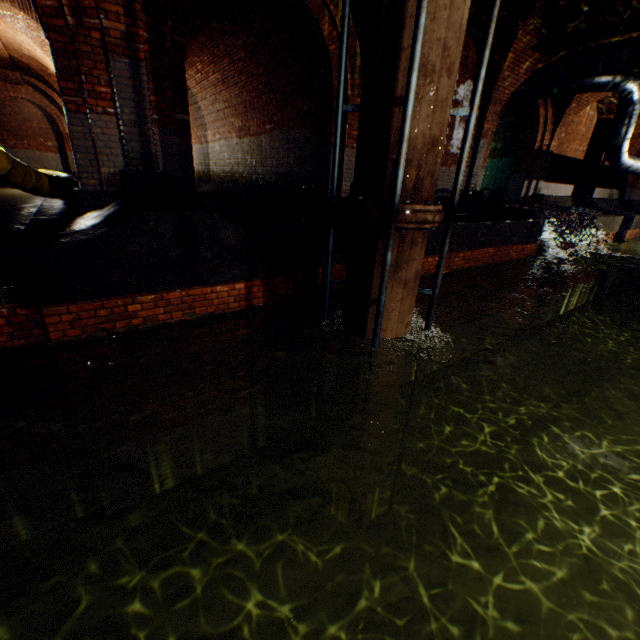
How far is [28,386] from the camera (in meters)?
3.97

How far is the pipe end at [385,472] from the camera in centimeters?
529cm

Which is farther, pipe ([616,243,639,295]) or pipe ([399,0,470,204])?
pipe ([616,243,639,295])

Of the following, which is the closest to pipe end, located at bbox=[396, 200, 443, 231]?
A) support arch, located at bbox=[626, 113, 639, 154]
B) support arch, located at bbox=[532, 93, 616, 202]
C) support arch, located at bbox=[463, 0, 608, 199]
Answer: support arch, located at bbox=[463, 0, 608, 199]

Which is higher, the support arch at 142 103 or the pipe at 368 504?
the support arch at 142 103

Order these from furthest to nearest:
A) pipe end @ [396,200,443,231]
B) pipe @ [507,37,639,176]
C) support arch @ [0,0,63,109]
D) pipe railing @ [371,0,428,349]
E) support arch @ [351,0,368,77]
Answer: pipe @ [507,37,639,176] < support arch @ [0,0,63,109] < support arch @ [351,0,368,77] < pipe end @ [396,200,443,231] < pipe railing @ [371,0,428,349]

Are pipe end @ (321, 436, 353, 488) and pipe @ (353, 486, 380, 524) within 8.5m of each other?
yes

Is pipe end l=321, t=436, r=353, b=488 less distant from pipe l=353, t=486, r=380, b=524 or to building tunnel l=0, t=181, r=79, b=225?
pipe l=353, t=486, r=380, b=524
